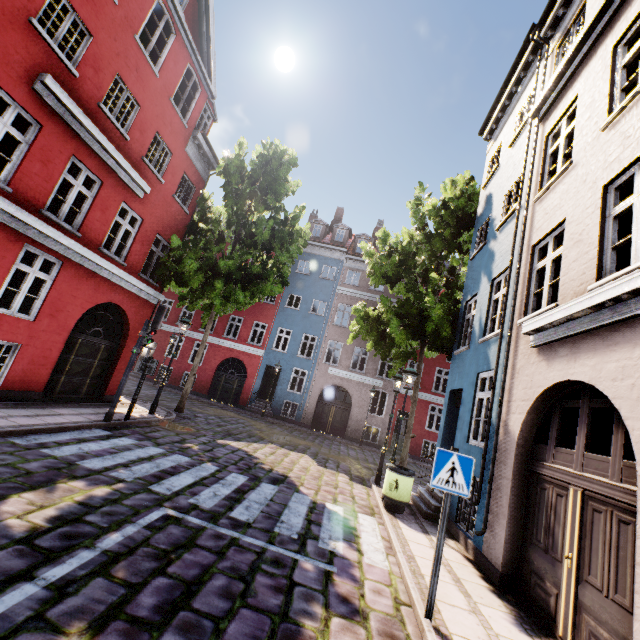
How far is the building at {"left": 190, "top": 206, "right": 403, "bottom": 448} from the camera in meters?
22.9 m

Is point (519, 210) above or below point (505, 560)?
above

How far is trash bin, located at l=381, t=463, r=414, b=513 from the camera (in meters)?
7.84

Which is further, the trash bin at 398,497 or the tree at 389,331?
the tree at 389,331

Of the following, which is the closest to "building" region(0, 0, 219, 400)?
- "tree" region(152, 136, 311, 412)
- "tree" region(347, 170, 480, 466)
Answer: "tree" region(347, 170, 480, 466)

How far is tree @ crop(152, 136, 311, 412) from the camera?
12.6 meters

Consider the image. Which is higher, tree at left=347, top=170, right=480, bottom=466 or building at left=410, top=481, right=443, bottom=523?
tree at left=347, top=170, right=480, bottom=466

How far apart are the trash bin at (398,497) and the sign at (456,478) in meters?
4.2
